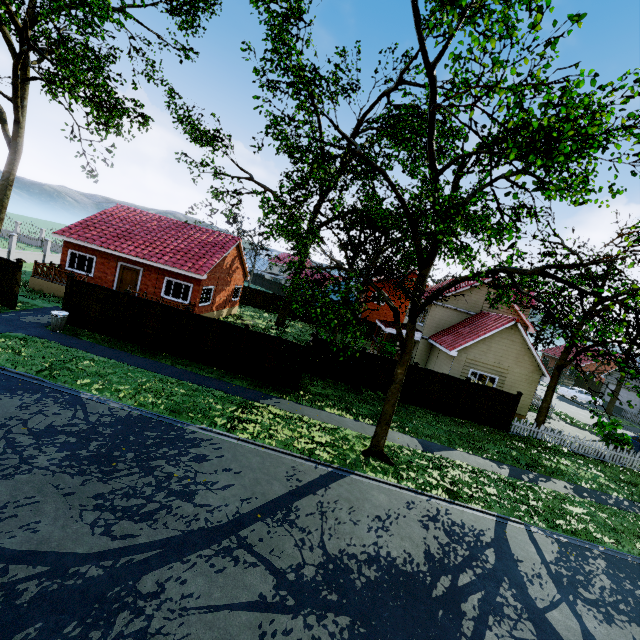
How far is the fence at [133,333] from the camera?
15.7 meters

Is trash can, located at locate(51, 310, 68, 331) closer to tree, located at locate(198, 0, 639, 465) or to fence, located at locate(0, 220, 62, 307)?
fence, located at locate(0, 220, 62, 307)

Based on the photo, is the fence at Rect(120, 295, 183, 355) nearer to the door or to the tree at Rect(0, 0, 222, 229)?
the tree at Rect(0, 0, 222, 229)

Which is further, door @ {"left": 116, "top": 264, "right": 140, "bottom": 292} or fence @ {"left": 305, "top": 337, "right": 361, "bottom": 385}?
door @ {"left": 116, "top": 264, "right": 140, "bottom": 292}

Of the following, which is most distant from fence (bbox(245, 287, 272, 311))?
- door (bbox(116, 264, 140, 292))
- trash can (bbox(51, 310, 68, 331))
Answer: door (bbox(116, 264, 140, 292))

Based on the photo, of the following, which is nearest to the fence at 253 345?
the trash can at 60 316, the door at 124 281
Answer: the trash can at 60 316

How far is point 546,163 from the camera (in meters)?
4.58

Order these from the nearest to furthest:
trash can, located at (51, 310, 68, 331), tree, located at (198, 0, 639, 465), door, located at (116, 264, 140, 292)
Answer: tree, located at (198, 0, 639, 465) → trash can, located at (51, 310, 68, 331) → door, located at (116, 264, 140, 292)
